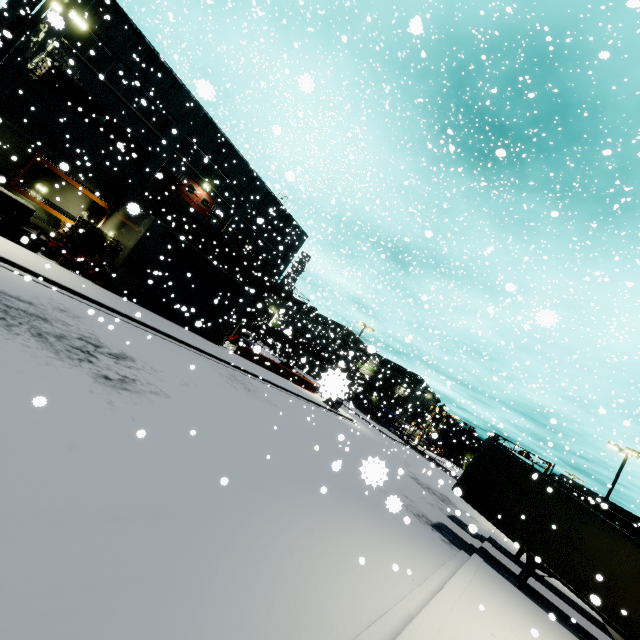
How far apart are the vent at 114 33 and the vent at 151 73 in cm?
130

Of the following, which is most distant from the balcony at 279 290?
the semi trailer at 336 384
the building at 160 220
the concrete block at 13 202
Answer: the concrete block at 13 202

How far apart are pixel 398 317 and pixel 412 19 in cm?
3190

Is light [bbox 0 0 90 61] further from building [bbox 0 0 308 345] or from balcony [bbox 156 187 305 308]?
balcony [bbox 156 187 305 308]

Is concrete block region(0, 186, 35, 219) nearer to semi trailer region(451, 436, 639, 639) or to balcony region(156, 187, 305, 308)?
semi trailer region(451, 436, 639, 639)

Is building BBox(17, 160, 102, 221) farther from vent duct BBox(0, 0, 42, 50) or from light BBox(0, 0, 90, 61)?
light BBox(0, 0, 90, 61)

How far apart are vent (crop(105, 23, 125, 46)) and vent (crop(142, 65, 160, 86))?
1.30m

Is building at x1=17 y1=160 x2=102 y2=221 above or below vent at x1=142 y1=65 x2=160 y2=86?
below
